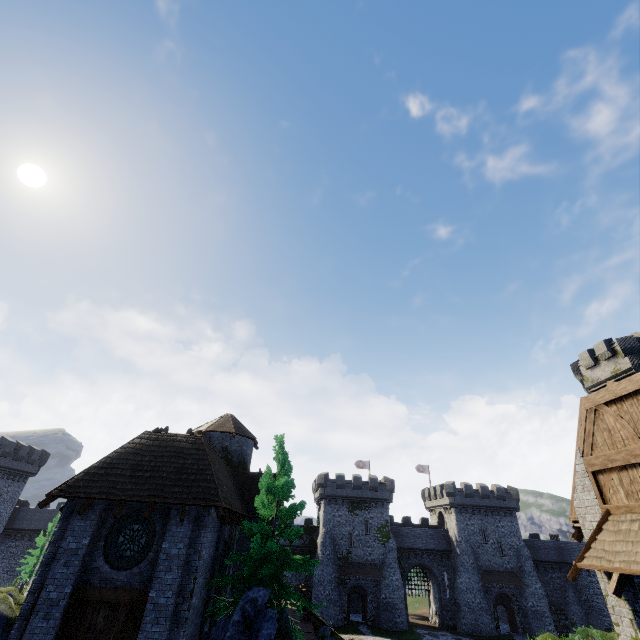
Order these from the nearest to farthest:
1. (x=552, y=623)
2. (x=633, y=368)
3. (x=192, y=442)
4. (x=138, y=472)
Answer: (x=138, y=472) → (x=192, y=442) → (x=633, y=368) → (x=552, y=623)

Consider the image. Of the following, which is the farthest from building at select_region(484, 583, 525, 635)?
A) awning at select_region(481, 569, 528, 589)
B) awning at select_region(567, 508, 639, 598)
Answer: awning at select_region(567, 508, 639, 598)

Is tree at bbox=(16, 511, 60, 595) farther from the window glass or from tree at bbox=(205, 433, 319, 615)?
the window glass

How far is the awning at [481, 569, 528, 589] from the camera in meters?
43.2 m

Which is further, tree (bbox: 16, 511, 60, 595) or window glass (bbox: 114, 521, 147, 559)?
tree (bbox: 16, 511, 60, 595)

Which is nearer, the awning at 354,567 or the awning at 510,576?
the awning at 354,567

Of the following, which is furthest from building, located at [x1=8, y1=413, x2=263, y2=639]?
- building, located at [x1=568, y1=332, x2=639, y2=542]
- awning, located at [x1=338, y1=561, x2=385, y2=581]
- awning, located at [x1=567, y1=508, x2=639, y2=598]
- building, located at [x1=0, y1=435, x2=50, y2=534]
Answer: building, located at [x1=0, y1=435, x2=50, y2=534]

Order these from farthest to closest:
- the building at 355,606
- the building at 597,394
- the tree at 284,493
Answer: the building at 355,606 → the tree at 284,493 → the building at 597,394
